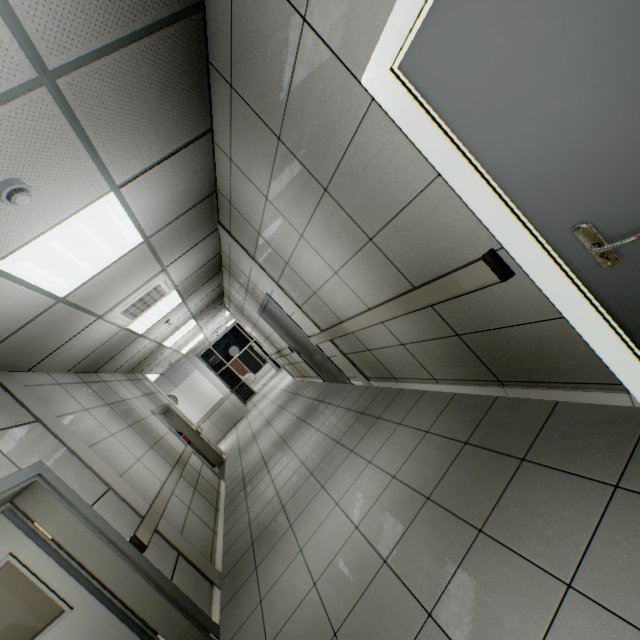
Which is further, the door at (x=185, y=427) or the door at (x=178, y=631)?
the door at (x=185, y=427)

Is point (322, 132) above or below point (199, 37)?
below

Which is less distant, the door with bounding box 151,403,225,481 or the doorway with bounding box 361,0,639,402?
the doorway with bounding box 361,0,639,402

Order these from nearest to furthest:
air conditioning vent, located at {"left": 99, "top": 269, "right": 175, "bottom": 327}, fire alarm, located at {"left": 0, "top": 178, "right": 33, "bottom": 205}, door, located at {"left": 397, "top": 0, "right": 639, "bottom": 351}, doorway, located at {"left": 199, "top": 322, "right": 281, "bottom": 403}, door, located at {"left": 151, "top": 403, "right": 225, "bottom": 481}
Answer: door, located at {"left": 397, "top": 0, "right": 639, "bottom": 351} < fire alarm, located at {"left": 0, "top": 178, "right": 33, "bottom": 205} < air conditioning vent, located at {"left": 99, "top": 269, "right": 175, "bottom": 327} < door, located at {"left": 151, "top": 403, "right": 225, "bottom": 481} < doorway, located at {"left": 199, "top": 322, "right": 281, "bottom": 403}

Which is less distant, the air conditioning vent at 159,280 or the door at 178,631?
the door at 178,631

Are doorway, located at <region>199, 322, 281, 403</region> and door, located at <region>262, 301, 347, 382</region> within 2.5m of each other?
no

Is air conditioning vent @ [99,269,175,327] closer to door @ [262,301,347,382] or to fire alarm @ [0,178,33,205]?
door @ [262,301,347,382]

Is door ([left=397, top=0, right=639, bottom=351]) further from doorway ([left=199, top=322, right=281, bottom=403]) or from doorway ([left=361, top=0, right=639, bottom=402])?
doorway ([left=199, top=322, right=281, bottom=403])
